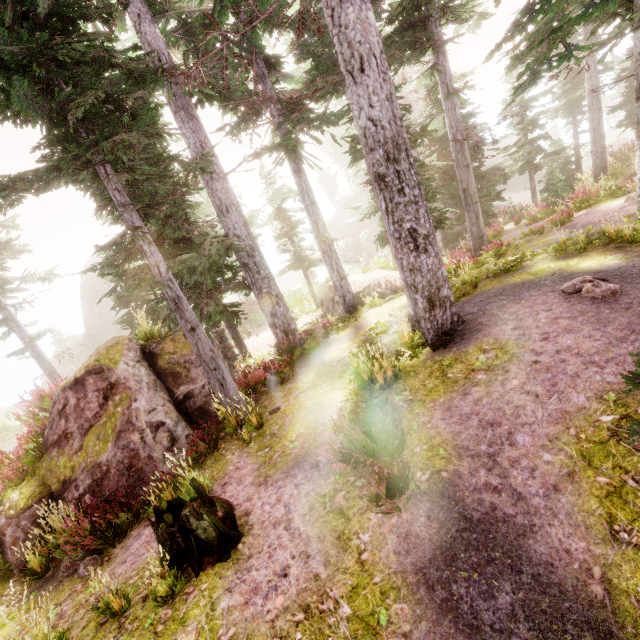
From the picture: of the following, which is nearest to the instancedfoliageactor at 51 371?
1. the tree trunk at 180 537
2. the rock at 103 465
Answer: the rock at 103 465

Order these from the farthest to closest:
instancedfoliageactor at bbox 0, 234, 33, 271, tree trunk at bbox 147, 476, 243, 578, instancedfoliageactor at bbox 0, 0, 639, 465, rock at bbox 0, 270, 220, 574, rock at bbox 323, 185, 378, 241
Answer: rock at bbox 323, 185, 378, 241 → instancedfoliageactor at bbox 0, 234, 33, 271 → rock at bbox 0, 270, 220, 574 → instancedfoliageactor at bbox 0, 0, 639, 465 → tree trunk at bbox 147, 476, 243, 578

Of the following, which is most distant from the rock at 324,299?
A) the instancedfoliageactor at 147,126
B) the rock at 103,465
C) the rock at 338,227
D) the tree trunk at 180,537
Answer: the rock at 338,227

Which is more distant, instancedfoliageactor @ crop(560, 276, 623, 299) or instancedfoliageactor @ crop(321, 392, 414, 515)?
instancedfoliageactor @ crop(560, 276, 623, 299)

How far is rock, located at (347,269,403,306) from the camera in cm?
1591

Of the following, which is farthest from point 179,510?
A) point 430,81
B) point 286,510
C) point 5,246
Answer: point 430,81

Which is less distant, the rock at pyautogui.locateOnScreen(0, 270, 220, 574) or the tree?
the rock at pyautogui.locateOnScreen(0, 270, 220, 574)

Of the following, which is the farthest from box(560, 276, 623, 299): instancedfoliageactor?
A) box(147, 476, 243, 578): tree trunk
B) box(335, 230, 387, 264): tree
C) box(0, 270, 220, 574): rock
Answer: box(335, 230, 387, 264): tree
